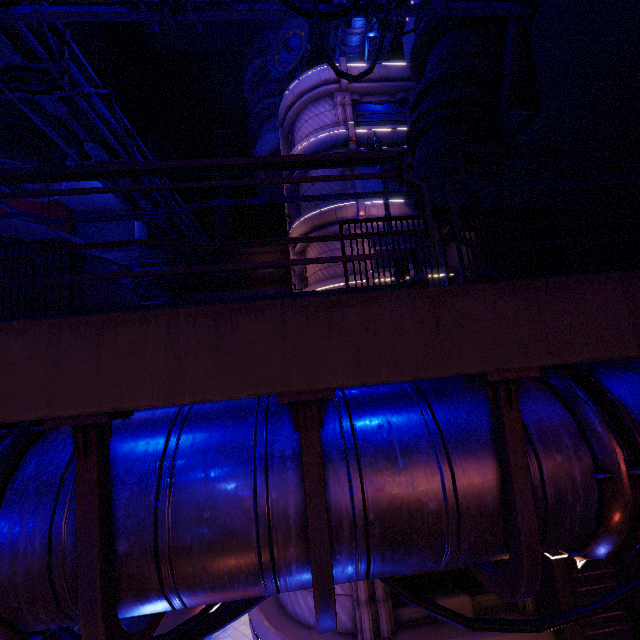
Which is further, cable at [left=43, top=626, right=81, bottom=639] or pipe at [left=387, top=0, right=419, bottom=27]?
pipe at [left=387, top=0, right=419, bottom=27]

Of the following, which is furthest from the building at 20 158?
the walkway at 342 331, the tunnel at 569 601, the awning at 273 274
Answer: the tunnel at 569 601

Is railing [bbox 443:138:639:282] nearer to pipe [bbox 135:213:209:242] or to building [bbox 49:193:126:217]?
pipe [bbox 135:213:209:242]

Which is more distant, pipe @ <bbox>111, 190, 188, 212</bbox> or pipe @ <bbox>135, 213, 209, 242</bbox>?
pipe @ <bbox>135, 213, 209, 242</bbox>

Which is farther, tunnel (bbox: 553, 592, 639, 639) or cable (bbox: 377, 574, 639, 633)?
tunnel (bbox: 553, 592, 639, 639)

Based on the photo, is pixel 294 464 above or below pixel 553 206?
below

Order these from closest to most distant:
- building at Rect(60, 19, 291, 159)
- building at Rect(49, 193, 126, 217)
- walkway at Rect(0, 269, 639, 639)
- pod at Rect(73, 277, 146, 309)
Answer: walkway at Rect(0, 269, 639, 639)
pod at Rect(73, 277, 146, 309)
building at Rect(60, 19, 291, 159)
building at Rect(49, 193, 126, 217)

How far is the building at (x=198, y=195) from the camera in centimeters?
5031cm
